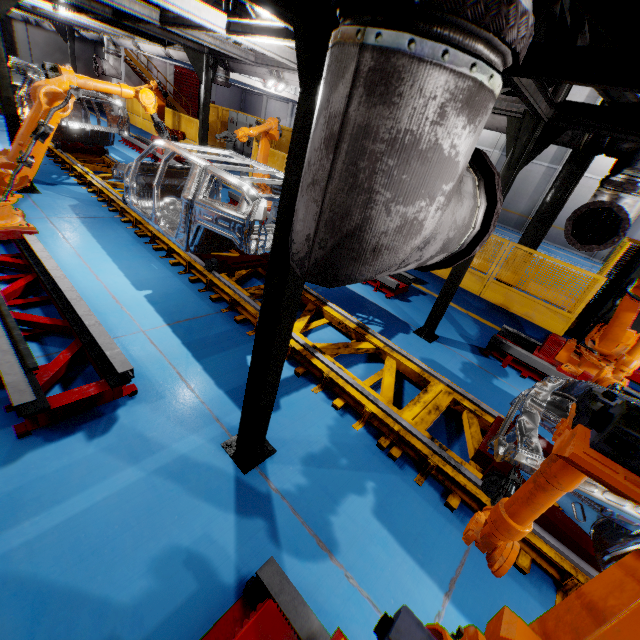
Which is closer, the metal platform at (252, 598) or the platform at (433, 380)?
the metal platform at (252, 598)

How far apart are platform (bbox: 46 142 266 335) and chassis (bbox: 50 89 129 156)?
0.01m

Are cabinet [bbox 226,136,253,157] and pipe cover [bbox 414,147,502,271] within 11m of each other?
no

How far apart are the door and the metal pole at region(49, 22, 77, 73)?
19.7m

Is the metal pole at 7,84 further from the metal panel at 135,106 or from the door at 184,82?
the door at 184,82

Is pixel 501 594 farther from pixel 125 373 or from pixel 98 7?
pixel 98 7

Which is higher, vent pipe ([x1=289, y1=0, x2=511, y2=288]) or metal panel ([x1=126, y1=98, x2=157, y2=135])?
vent pipe ([x1=289, y1=0, x2=511, y2=288])

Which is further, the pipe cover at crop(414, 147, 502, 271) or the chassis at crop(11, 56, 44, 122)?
the chassis at crop(11, 56, 44, 122)
